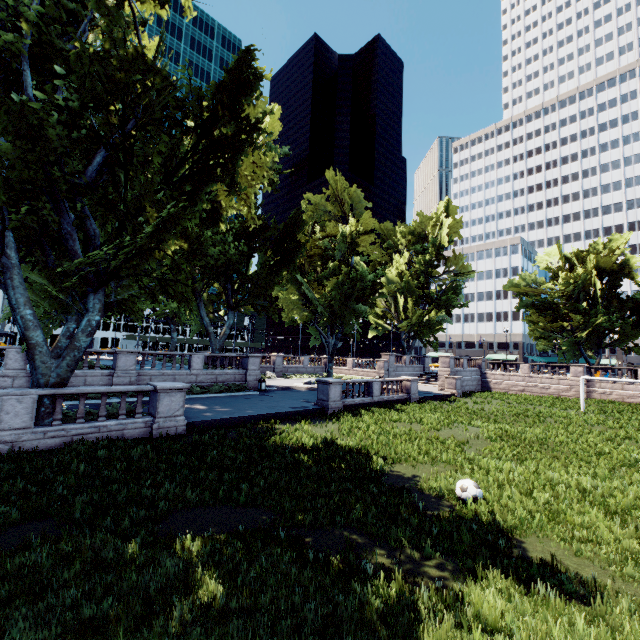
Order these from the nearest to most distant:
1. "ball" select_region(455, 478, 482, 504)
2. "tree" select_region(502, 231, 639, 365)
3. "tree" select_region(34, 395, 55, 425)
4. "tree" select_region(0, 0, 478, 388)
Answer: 1. "ball" select_region(455, 478, 482, 504)
2. "tree" select_region(0, 0, 478, 388)
3. "tree" select_region(34, 395, 55, 425)
4. "tree" select_region(502, 231, 639, 365)

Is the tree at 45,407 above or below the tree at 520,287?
below

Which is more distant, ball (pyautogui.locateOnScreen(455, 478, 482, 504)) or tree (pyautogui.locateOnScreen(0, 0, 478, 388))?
tree (pyautogui.locateOnScreen(0, 0, 478, 388))

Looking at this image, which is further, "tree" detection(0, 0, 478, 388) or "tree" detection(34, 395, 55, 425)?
"tree" detection(34, 395, 55, 425)

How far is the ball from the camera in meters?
8.6

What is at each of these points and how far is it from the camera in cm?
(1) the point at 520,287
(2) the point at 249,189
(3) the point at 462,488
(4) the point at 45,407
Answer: (1) tree, 4475
(2) tree, 1540
(3) ball, 882
(4) tree, 1224

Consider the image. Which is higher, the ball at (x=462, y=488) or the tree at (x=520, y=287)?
the tree at (x=520, y=287)
